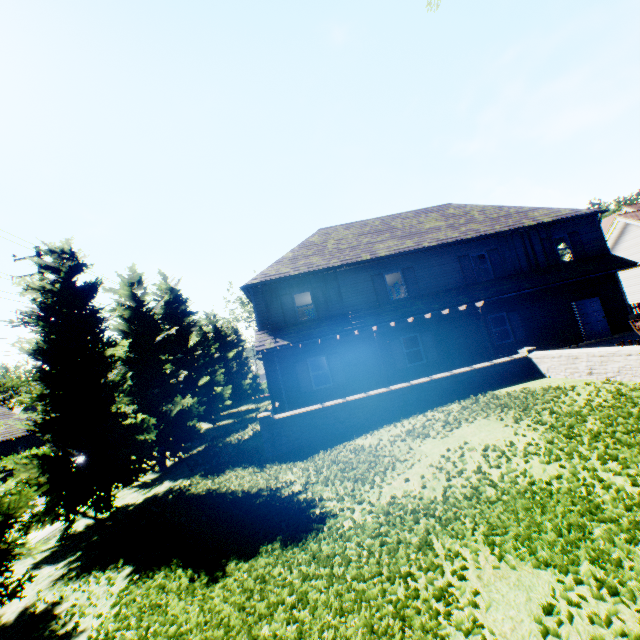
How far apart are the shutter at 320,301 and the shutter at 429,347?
4.72m

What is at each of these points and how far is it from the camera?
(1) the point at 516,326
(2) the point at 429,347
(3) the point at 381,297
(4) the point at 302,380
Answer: (1) shutter, 17.27m
(2) shutter, 16.80m
(3) shutter, 17.02m
(4) shutter, 16.14m

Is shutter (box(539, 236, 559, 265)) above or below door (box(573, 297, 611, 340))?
above

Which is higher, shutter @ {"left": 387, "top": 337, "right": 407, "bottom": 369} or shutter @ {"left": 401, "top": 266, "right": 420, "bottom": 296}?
shutter @ {"left": 401, "top": 266, "right": 420, "bottom": 296}

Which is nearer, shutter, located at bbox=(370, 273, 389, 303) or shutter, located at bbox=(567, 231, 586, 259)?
shutter, located at bbox=(370, 273, 389, 303)

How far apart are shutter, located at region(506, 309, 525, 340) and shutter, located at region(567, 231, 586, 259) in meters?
4.7 m

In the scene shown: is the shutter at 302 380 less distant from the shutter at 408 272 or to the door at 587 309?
the shutter at 408 272

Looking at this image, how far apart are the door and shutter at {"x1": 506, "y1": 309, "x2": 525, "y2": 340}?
3.27m
